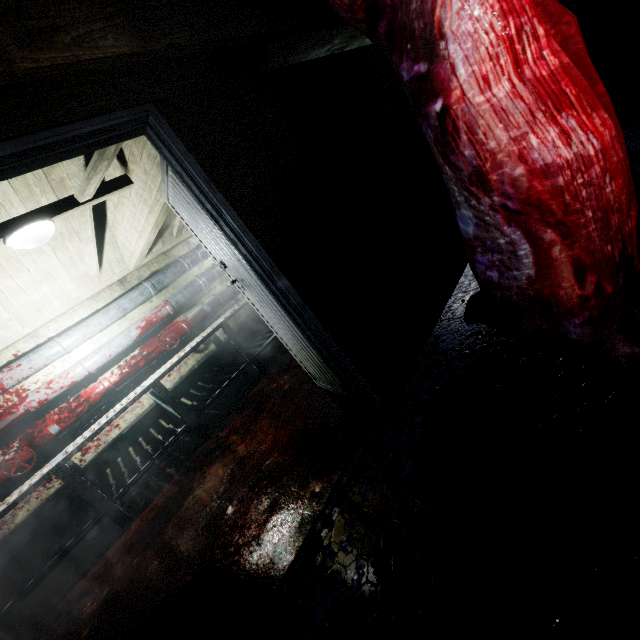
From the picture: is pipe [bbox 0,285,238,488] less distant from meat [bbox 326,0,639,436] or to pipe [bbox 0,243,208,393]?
pipe [bbox 0,243,208,393]

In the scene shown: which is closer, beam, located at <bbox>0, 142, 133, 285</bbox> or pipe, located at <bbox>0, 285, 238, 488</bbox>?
beam, located at <bbox>0, 142, 133, 285</bbox>

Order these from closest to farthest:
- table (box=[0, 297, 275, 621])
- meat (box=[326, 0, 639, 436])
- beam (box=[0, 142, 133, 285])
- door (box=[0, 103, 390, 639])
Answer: meat (box=[326, 0, 639, 436]), door (box=[0, 103, 390, 639]), beam (box=[0, 142, 133, 285]), table (box=[0, 297, 275, 621])

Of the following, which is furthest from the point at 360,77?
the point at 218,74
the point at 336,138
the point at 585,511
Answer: the point at 585,511

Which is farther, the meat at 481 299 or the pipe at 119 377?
the pipe at 119 377

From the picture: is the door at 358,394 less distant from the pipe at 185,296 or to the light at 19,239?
the light at 19,239

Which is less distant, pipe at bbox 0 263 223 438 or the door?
the door

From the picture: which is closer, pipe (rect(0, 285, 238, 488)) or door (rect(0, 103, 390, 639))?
door (rect(0, 103, 390, 639))
